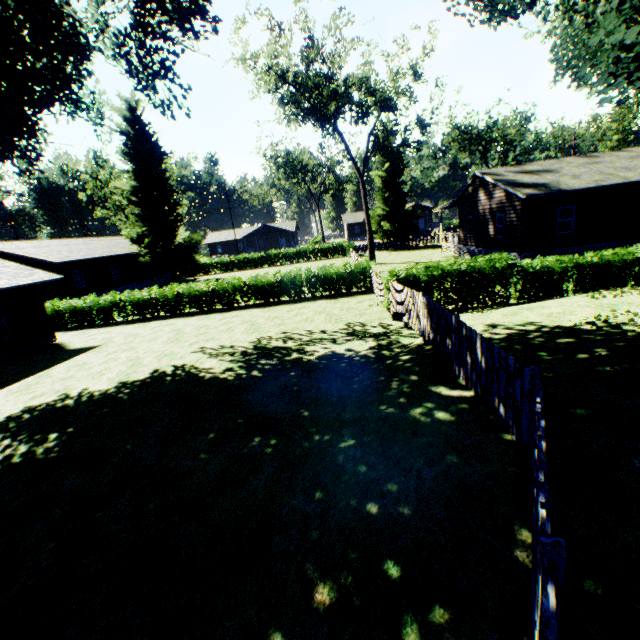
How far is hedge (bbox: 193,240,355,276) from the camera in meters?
44.8

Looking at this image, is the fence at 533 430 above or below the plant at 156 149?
below

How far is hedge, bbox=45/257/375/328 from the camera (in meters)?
20.53

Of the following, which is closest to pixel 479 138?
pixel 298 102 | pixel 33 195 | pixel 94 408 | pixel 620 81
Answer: pixel 298 102

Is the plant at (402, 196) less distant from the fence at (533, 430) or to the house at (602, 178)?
the fence at (533, 430)

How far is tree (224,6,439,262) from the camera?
23.8 meters

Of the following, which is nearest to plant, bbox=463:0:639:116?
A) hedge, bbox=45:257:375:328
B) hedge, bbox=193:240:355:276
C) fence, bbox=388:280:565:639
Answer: fence, bbox=388:280:565:639

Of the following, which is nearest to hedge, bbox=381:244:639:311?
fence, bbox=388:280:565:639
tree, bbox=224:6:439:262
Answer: fence, bbox=388:280:565:639
